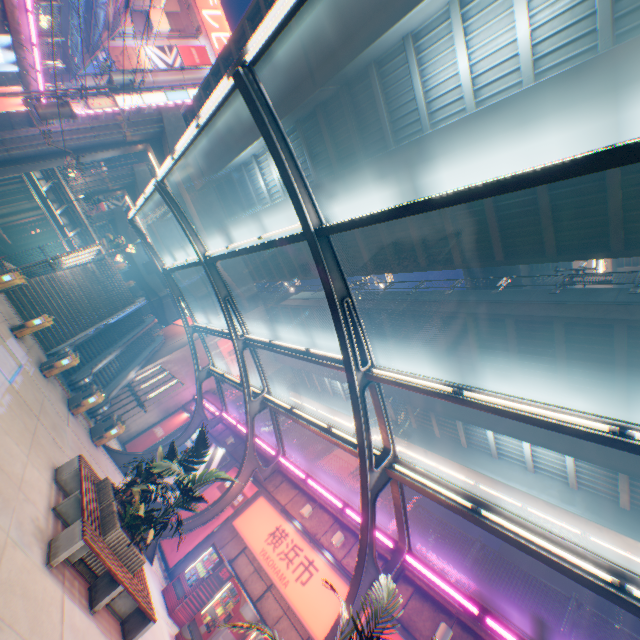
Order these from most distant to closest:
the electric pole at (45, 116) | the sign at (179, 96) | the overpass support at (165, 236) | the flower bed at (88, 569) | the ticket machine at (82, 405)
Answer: the sign at (179, 96), the overpass support at (165, 236), the electric pole at (45, 116), the ticket machine at (82, 405), the flower bed at (88, 569)

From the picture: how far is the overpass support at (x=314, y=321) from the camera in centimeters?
2357cm

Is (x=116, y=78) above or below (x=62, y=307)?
above

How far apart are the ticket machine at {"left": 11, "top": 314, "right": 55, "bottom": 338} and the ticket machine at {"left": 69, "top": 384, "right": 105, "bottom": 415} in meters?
3.5 m

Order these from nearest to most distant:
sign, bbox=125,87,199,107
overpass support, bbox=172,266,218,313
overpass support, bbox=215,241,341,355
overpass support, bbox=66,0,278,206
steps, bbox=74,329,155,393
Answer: overpass support, bbox=66,0,278,206 → steps, bbox=74,329,155,393 → overpass support, bbox=215,241,341,355 → overpass support, bbox=172,266,218,313 → sign, bbox=125,87,199,107

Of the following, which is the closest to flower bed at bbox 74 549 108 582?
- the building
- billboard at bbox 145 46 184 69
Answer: the building

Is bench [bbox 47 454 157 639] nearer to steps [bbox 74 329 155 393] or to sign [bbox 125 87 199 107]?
steps [bbox 74 329 155 393]

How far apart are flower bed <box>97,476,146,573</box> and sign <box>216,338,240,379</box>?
20.4 meters
